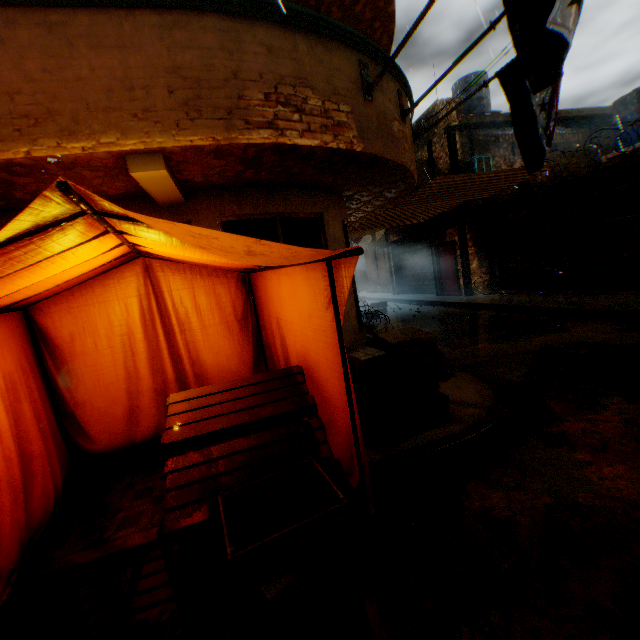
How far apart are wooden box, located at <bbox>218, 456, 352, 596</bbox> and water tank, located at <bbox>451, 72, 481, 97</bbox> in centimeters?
1843cm

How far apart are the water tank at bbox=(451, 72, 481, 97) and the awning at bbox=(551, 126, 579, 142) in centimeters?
220cm

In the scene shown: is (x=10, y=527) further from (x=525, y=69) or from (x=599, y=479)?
(x=525, y=69)

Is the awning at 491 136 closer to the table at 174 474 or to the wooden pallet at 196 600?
the table at 174 474

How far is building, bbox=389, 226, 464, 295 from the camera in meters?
14.1

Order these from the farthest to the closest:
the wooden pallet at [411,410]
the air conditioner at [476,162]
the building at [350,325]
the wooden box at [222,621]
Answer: the air conditioner at [476,162], the building at [350,325], the wooden pallet at [411,410], the wooden box at [222,621]

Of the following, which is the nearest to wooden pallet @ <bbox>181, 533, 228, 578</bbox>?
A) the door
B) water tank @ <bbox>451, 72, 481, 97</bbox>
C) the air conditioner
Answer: the door
